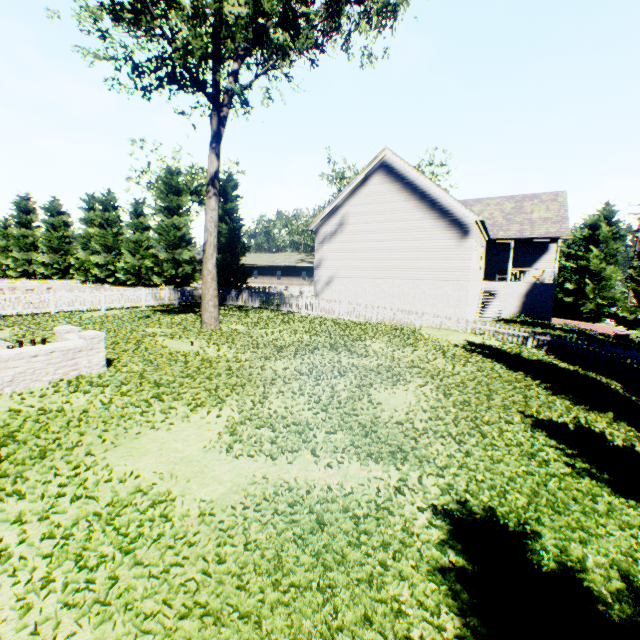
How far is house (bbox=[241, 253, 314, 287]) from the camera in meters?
50.4 m

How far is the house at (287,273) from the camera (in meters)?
50.41

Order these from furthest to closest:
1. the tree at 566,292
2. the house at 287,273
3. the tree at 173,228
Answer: the house at 287,273 → the tree at 566,292 → the tree at 173,228

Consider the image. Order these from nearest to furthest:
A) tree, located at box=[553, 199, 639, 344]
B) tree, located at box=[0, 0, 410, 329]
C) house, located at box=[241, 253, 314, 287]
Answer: tree, located at box=[0, 0, 410, 329] < tree, located at box=[553, 199, 639, 344] < house, located at box=[241, 253, 314, 287]

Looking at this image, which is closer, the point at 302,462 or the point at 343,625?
the point at 343,625

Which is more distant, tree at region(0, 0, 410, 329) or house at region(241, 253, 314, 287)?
house at region(241, 253, 314, 287)

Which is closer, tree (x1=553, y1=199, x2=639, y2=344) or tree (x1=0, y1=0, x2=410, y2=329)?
tree (x1=0, y1=0, x2=410, y2=329)
